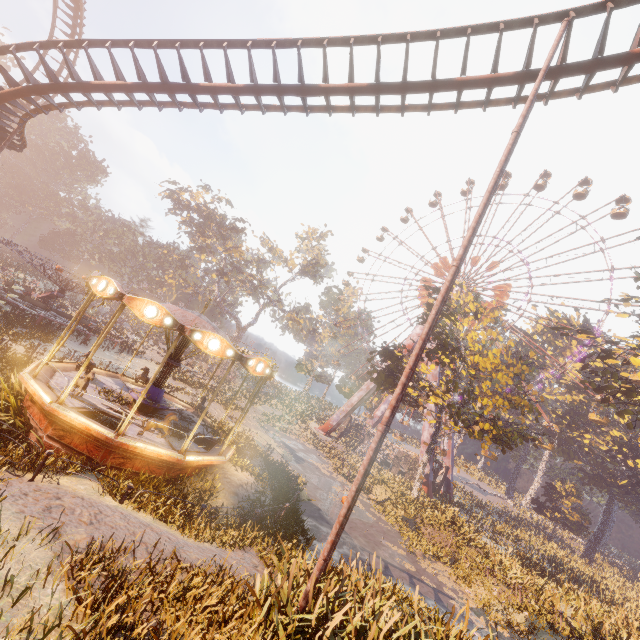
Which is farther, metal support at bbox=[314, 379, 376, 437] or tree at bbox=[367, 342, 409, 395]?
metal support at bbox=[314, 379, 376, 437]

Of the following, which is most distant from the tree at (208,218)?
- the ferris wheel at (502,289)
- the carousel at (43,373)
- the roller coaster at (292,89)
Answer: the ferris wheel at (502,289)

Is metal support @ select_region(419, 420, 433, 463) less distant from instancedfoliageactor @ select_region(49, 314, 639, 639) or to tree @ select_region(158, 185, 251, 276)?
instancedfoliageactor @ select_region(49, 314, 639, 639)

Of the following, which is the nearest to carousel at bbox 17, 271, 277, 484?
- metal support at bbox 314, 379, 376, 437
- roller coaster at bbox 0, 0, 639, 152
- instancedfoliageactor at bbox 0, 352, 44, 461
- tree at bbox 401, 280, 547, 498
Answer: instancedfoliageactor at bbox 0, 352, 44, 461

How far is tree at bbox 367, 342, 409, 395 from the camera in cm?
2672

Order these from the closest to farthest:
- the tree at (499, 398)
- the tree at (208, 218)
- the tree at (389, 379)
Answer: the tree at (499, 398) < the tree at (389, 379) < the tree at (208, 218)

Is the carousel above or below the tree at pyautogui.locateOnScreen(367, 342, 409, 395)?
below

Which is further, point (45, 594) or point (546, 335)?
point (546, 335)
